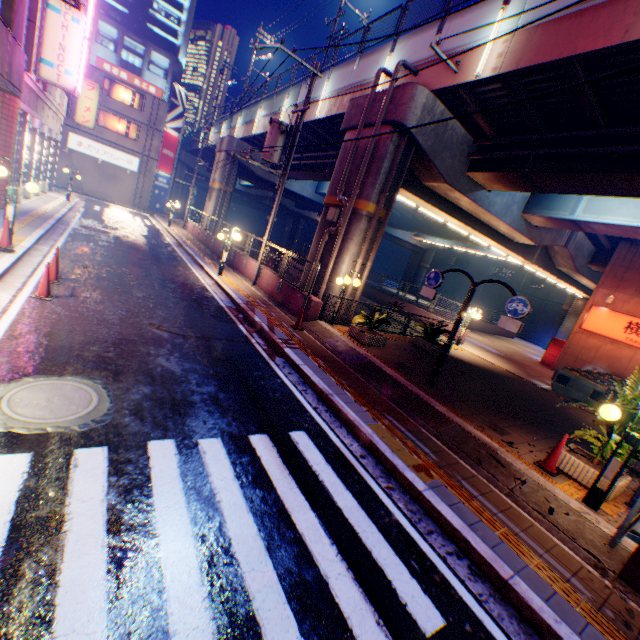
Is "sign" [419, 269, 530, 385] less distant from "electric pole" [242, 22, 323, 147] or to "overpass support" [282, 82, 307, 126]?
"overpass support" [282, 82, 307, 126]

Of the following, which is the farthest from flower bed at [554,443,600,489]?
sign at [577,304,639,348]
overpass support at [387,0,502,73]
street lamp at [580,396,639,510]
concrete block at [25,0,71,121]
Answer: concrete block at [25,0,71,121]

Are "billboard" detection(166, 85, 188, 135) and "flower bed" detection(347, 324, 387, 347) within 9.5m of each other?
no

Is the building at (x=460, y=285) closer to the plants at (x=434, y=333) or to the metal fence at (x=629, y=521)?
the metal fence at (x=629, y=521)

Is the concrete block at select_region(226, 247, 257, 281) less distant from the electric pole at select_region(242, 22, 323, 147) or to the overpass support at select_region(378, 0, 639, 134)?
the electric pole at select_region(242, 22, 323, 147)

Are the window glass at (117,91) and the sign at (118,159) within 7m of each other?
yes

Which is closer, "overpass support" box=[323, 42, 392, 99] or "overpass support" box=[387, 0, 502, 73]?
"overpass support" box=[387, 0, 502, 73]

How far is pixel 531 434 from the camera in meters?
8.4
